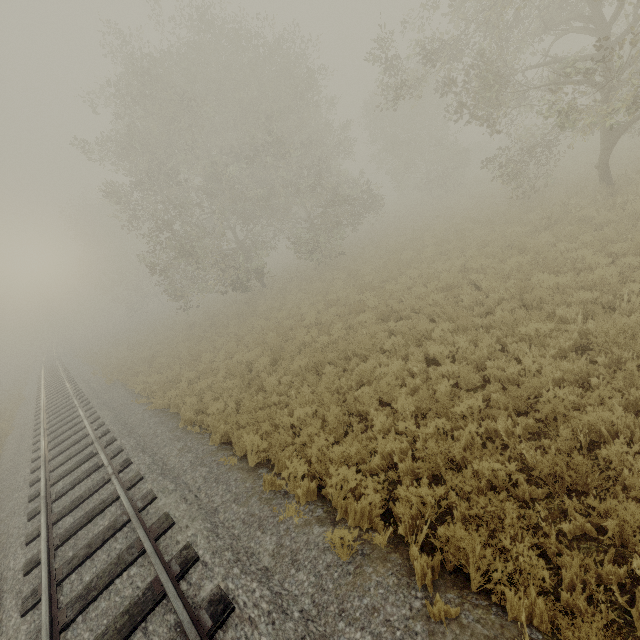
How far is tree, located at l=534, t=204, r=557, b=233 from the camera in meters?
12.4 m

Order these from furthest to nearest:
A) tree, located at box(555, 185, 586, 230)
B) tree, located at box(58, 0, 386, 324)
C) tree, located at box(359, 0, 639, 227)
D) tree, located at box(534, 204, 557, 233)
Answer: tree, located at box(58, 0, 386, 324)
tree, located at box(534, 204, 557, 233)
tree, located at box(555, 185, 586, 230)
tree, located at box(359, 0, 639, 227)

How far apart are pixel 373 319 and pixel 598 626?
9.1m

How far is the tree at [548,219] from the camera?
12.4m

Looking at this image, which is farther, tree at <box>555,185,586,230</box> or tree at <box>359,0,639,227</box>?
tree at <box>555,185,586,230</box>

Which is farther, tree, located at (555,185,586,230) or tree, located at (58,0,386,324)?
tree, located at (58,0,386,324)

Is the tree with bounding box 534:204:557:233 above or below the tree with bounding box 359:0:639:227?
below
